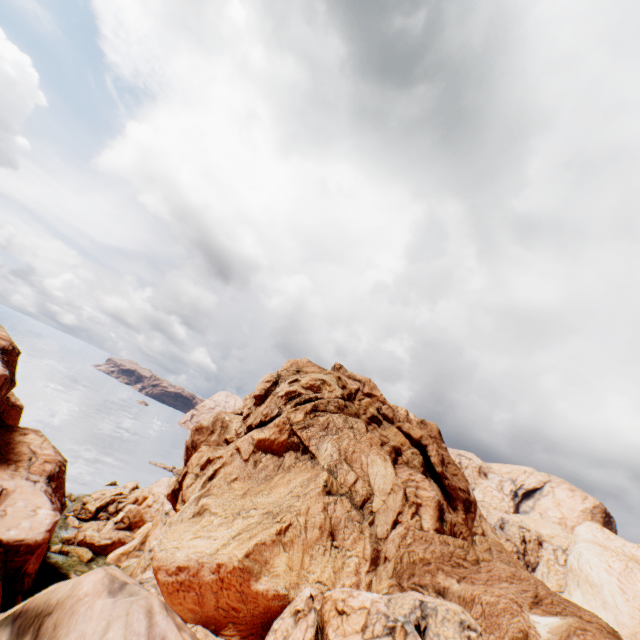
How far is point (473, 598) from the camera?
21.1 meters
